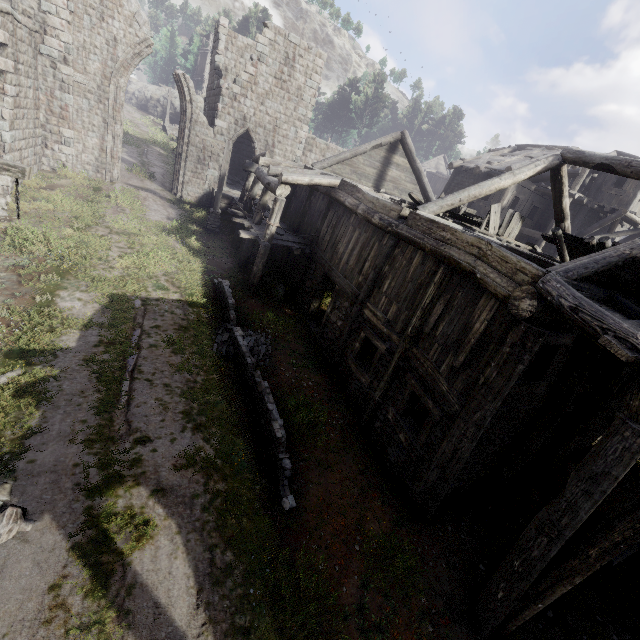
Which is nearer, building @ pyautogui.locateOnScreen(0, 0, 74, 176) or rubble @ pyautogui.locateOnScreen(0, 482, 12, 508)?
rubble @ pyautogui.locateOnScreen(0, 482, 12, 508)

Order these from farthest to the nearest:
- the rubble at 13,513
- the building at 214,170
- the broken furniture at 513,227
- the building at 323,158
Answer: the building at 214,170 < the broken furniture at 513,227 < the building at 323,158 < the rubble at 13,513

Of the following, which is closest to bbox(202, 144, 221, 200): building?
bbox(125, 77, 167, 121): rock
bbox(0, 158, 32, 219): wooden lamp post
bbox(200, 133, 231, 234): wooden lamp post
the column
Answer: the column

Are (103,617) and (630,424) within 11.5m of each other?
yes

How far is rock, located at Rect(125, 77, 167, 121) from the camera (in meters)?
48.71

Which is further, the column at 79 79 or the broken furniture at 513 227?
the column at 79 79

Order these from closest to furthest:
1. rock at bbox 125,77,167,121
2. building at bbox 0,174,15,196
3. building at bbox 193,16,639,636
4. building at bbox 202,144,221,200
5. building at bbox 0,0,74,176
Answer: building at bbox 193,16,639,636, building at bbox 0,0,74,176, building at bbox 0,174,15,196, building at bbox 202,144,221,200, rock at bbox 125,77,167,121

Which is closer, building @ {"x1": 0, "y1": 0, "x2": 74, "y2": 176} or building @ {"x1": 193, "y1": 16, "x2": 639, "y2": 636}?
building @ {"x1": 193, "y1": 16, "x2": 639, "y2": 636}
